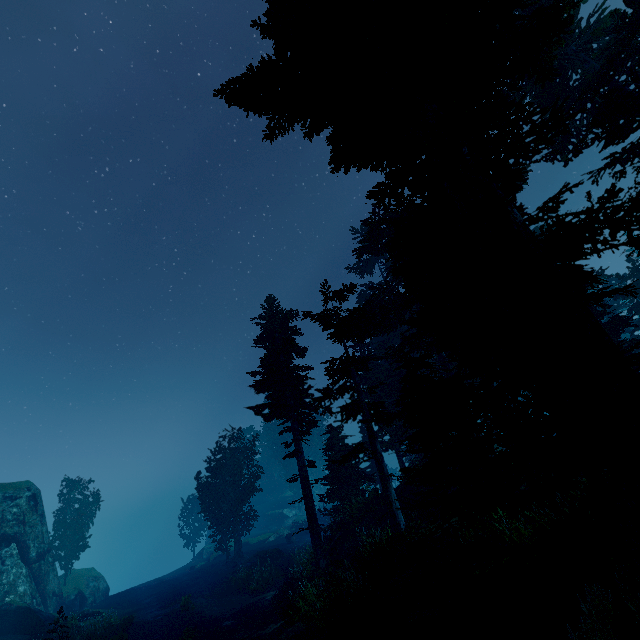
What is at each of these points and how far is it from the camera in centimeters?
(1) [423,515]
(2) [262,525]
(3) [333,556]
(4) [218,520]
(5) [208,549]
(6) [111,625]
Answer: (1) rock, 1820cm
(2) rock, 5444cm
(3) rock, 1834cm
(4) instancedfoliageactor, 3475cm
(5) rock, 4941cm
(6) instancedfoliageactor, 2033cm

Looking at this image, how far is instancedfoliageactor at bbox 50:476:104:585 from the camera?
34.0m

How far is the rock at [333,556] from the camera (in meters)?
18.09

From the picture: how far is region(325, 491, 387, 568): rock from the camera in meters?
18.1 m

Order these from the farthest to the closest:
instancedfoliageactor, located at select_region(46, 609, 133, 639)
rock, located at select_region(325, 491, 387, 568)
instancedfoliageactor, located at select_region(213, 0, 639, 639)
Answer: rock, located at select_region(325, 491, 387, 568)
instancedfoliageactor, located at select_region(46, 609, 133, 639)
instancedfoliageactor, located at select_region(213, 0, 639, 639)

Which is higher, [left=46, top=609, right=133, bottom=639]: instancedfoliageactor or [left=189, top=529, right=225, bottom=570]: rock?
[left=189, top=529, right=225, bottom=570]: rock

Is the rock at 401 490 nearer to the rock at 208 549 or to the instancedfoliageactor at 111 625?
the instancedfoliageactor at 111 625
